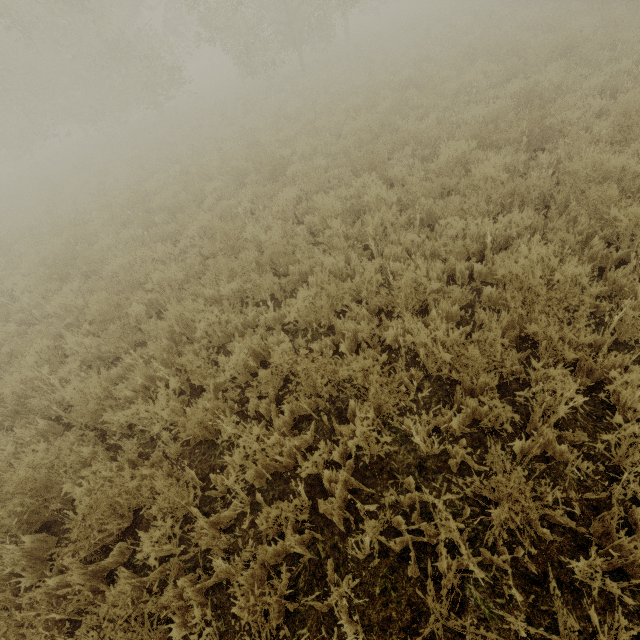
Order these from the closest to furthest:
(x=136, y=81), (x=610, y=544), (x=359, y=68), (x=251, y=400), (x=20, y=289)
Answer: (x=610, y=544), (x=251, y=400), (x=20, y=289), (x=359, y=68), (x=136, y=81)
